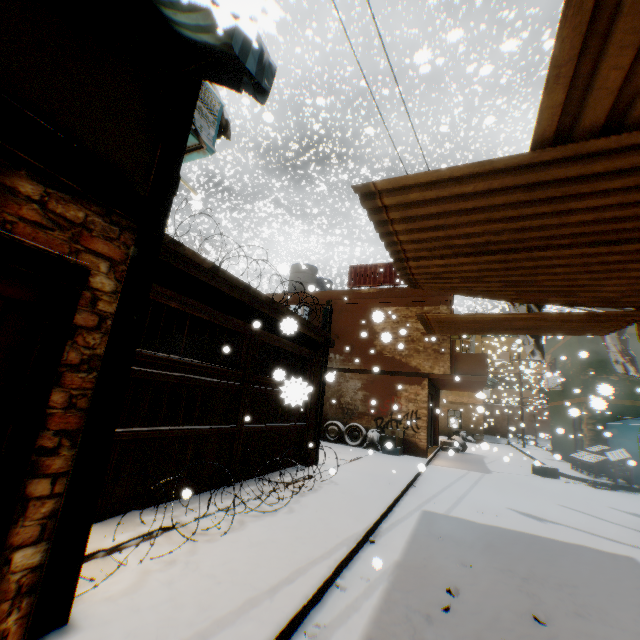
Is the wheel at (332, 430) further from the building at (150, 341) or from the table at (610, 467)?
the table at (610, 467)

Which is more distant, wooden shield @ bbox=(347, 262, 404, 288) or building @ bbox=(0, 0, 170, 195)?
wooden shield @ bbox=(347, 262, 404, 288)

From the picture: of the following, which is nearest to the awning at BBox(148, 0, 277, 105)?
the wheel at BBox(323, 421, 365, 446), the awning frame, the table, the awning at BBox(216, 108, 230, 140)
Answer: the awning frame

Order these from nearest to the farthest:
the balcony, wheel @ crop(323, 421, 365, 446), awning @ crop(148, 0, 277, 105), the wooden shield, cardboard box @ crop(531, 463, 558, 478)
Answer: awning @ crop(148, 0, 277, 105)
cardboard box @ crop(531, 463, 558, 478)
the balcony
wheel @ crop(323, 421, 365, 446)
the wooden shield

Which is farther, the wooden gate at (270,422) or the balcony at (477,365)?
the balcony at (477,365)

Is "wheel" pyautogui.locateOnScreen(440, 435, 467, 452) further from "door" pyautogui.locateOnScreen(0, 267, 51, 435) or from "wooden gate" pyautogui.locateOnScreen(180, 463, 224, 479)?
"door" pyautogui.locateOnScreen(0, 267, 51, 435)

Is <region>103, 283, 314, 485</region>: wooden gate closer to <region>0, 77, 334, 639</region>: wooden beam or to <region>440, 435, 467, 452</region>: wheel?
<region>0, 77, 334, 639</region>: wooden beam

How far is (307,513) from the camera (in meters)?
5.01
